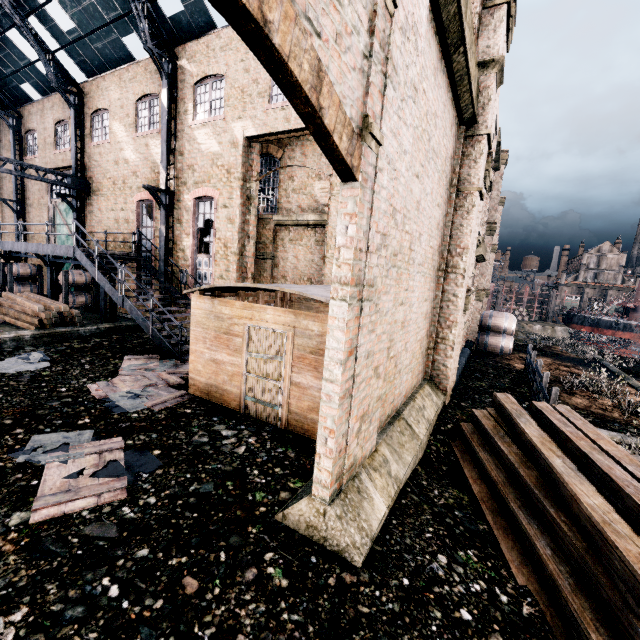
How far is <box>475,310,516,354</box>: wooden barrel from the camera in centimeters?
2228cm

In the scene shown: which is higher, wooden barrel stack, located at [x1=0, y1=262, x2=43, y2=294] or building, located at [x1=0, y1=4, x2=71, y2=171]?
building, located at [x1=0, y1=4, x2=71, y2=171]

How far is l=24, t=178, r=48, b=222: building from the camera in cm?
2264

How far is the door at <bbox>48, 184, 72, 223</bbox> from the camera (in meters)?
21.50

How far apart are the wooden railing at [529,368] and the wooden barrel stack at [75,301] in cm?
2220

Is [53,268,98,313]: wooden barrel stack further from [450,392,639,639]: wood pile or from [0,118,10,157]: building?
[0,118,10,157]: building

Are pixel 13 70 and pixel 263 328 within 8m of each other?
no

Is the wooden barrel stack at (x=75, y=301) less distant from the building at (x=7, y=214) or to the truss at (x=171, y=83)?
the truss at (x=171, y=83)
